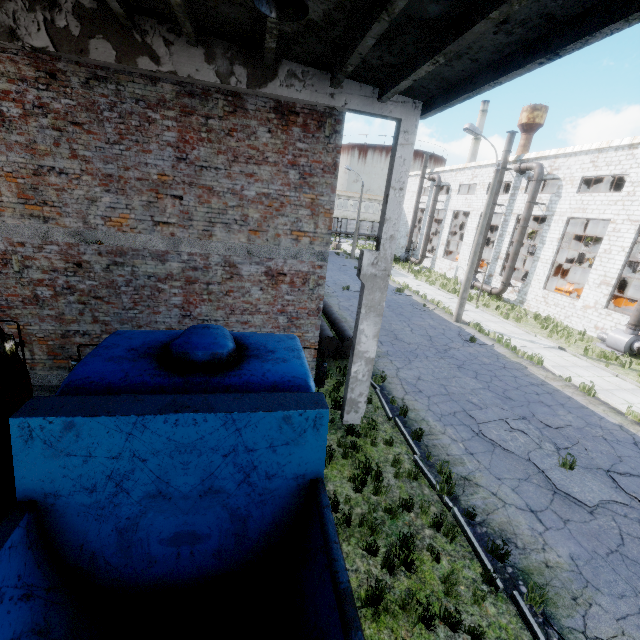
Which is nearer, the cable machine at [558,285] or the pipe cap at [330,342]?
the pipe cap at [330,342]

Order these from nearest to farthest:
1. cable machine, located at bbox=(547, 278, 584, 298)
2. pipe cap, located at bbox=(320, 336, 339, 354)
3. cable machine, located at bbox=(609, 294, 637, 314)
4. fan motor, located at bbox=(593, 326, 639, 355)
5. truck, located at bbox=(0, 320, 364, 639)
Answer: truck, located at bbox=(0, 320, 364, 639) < pipe cap, located at bbox=(320, 336, 339, 354) < fan motor, located at bbox=(593, 326, 639, 355) < cable machine, located at bbox=(609, 294, 637, 314) < cable machine, located at bbox=(547, 278, 584, 298)

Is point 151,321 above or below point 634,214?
Result: below

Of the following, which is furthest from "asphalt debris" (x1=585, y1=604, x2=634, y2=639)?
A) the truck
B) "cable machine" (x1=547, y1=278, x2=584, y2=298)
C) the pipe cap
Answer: "cable machine" (x1=547, y1=278, x2=584, y2=298)

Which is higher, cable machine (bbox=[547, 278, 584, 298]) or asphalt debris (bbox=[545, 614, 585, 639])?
cable machine (bbox=[547, 278, 584, 298])

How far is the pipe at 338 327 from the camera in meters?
12.3 m

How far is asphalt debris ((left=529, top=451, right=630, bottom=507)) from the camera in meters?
7.4 m
